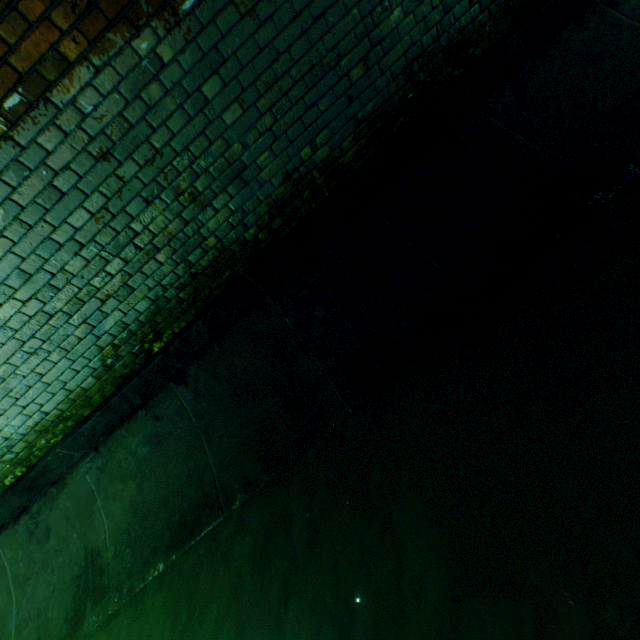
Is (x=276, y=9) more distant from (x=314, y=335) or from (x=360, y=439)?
(x=360, y=439)
